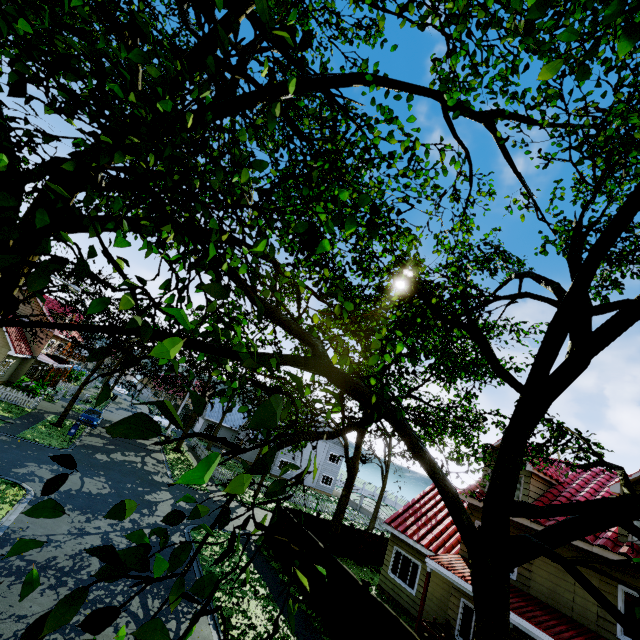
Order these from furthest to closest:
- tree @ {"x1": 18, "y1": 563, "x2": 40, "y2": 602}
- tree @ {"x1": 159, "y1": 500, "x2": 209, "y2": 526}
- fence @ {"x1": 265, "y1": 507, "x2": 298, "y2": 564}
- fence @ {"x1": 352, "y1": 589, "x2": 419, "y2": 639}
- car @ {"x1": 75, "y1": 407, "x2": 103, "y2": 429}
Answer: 1. car @ {"x1": 75, "y1": 407, "x2": 103, "y2": 429}
2. fence @ {"x1": 265, "y1": 507, "x2": 298, "y2": 564}
3. fence @ {"x1": 352, "y1": 589, "x2": 419, "y2": 639}
4. tree @ {"x1": 159, "y1": 500, "x2": 209, "y2": 526}
5. tree @ {"x1": 18, "y1": 563, "x2": 40, "y2": 602}

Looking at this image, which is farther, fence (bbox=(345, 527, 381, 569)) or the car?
the car

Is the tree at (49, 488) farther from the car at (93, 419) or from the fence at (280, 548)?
the car at (93, 419)

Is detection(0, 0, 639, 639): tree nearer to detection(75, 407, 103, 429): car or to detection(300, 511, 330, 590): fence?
detection(300, 511, 330, 590): fence

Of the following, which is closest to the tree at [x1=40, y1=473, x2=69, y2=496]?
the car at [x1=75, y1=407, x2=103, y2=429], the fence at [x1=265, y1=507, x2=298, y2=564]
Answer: the fence at [x1=265, y1=507, x2=298, y2=564]

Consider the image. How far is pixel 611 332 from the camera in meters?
6.1

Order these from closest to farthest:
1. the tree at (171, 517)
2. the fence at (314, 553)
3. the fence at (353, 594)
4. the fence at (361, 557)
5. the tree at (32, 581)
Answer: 1. the tree at (32, 581)
2. the tree at (171, 517)
3. the fence at (353, 594)
4. the fence at (314, 553)
5. the fence at (361, 557)
